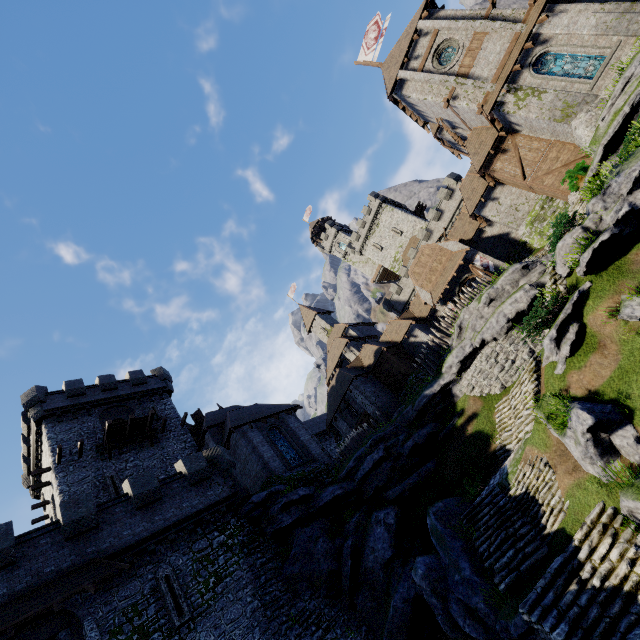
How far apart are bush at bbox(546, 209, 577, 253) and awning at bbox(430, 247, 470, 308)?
13.5 meters

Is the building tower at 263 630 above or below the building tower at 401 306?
below

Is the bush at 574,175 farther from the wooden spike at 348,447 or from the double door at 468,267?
the wooden spike at 348,447

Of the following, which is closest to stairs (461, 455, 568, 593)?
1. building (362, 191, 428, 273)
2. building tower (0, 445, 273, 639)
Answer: building tower (0, 445, 273, 639)

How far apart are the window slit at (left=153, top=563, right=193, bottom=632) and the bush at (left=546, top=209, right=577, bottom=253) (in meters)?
23.10

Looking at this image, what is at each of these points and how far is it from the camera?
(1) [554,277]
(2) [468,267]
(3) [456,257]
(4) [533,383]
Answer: (1) stairs, 15.0 meters
(2) double door, 29.6 meters
(3) awning, 29.7 meters
(4) stairs, 14.6 meters

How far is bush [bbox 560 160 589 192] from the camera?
19.8 meters

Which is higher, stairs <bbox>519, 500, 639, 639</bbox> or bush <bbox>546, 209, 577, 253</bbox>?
bush <bbox>546, 209, 577, 253</bbox>
